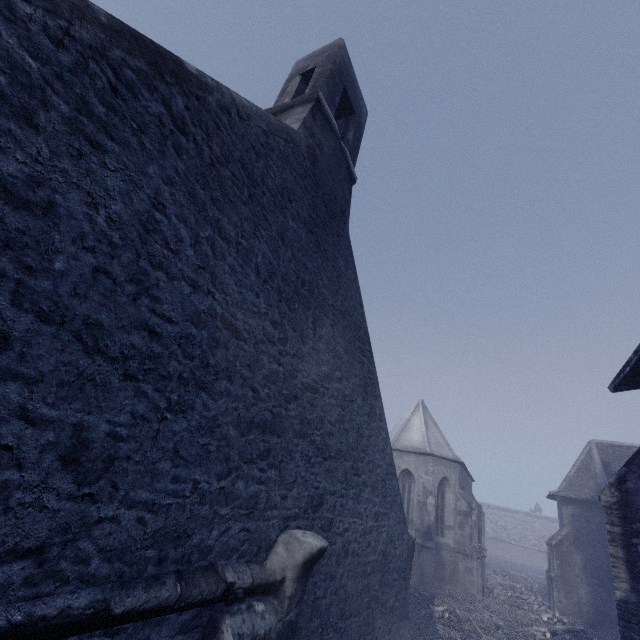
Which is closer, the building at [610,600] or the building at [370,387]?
the building at [370,387]

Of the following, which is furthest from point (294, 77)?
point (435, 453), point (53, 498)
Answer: point (435, 453)

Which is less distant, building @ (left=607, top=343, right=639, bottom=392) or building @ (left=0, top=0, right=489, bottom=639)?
building @ (left=0, top=0, right=489, bottom=639)

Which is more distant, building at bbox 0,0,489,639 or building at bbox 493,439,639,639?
building at bbox 493,439,639,639

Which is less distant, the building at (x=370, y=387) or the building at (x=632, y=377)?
the building at (x=370, y=387)
